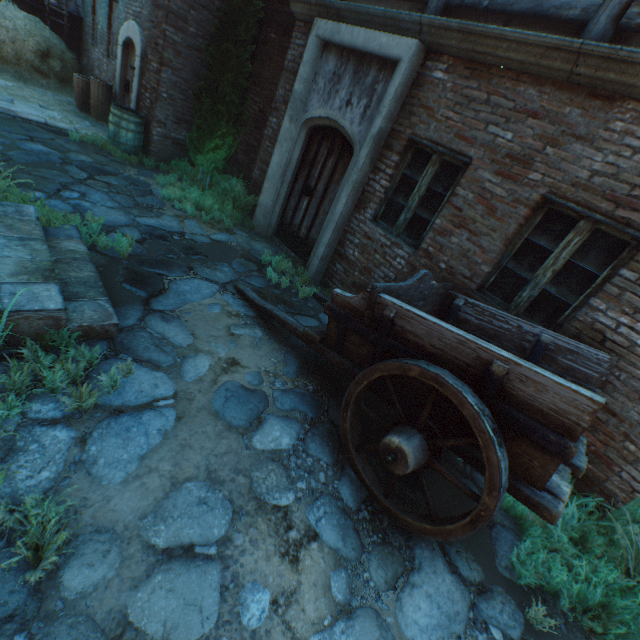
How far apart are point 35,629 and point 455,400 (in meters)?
2.58

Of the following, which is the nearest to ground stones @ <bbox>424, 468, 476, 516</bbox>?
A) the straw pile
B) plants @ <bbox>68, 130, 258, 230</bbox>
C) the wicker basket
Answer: plants @ <bbox>68, 130, 258, 230</bbox>

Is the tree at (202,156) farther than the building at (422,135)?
Yes

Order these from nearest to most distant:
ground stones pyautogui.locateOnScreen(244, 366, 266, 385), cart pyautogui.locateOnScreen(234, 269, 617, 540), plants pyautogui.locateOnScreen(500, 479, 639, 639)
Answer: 1. cart pyautogui.locateOnScreen(234, 269, 617, 540)
2. plants pyautogui.locateOnScreen(500, 479, 639, 639)
3. ground stones pyautogui.locateOnScreen(244, 366, 266, 385)

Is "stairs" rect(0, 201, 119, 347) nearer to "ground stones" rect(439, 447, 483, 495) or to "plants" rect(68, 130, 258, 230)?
"ground stones" rect(439, 447, 483, 495)

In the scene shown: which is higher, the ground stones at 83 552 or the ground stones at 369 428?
the ground stones at 83 552

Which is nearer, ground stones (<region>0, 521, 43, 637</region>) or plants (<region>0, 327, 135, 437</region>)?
ground stones (<region>0, 521, 43, 637</region>)

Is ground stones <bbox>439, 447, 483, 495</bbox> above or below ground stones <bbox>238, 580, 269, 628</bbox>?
above
